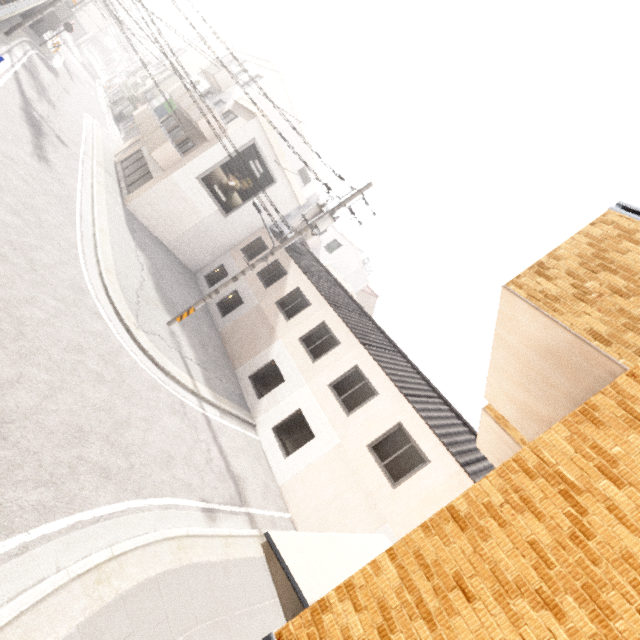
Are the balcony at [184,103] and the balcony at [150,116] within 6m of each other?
yes

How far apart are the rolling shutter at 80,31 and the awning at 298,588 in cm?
6813

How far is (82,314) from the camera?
8.1m

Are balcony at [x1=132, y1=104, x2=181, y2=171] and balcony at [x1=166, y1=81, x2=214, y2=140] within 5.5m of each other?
yes

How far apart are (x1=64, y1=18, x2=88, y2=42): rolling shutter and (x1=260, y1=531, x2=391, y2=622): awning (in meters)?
68.13

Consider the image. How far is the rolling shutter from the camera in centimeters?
4447cm

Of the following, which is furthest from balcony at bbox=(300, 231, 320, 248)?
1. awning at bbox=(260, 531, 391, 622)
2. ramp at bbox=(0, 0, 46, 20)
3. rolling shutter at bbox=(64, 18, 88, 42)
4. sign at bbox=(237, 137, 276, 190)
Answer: rolling shutter at bbox=(64, 18, 88, 42)

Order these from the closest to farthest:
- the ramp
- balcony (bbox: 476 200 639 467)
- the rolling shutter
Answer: balcony (bbox: 476 200 639 467) < the ramp < the rolling shutter
